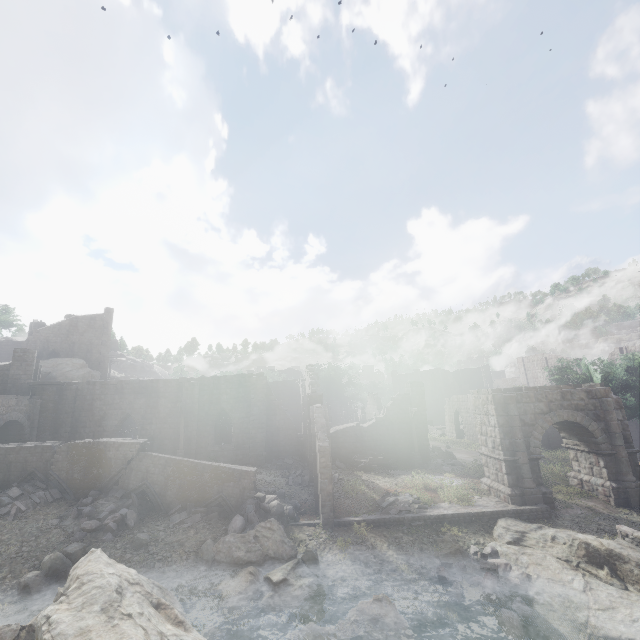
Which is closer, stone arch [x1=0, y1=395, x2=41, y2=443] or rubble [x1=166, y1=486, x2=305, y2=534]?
rubble [x1=166, y1=486, x2=305, y2=534]

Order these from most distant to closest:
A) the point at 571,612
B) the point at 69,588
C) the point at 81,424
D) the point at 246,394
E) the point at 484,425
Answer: the point at 246,394
the point at 81,424
the point at 484,425
the point at 571,612
the point at 69,588

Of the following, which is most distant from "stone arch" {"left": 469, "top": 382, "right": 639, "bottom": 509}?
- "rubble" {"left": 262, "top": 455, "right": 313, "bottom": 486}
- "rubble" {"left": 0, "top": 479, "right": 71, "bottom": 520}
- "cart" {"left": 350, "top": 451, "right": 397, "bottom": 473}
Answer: "rubble" {"left": 0, "top": 479, "right": 71, "bottom": 520}

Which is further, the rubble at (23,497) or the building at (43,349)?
the building at (43,349)

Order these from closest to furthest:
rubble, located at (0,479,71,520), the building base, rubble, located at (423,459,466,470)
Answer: rubble, located at (0,479,71,520) → the building base → rubble, located at (423,459,466,470)

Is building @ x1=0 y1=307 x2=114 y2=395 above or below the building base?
above

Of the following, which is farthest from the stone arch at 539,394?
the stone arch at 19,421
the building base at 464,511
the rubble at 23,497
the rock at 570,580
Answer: the stone arch at 19,421

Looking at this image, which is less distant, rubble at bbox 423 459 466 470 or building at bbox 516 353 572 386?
rubble at bbox 423 459 466 470
